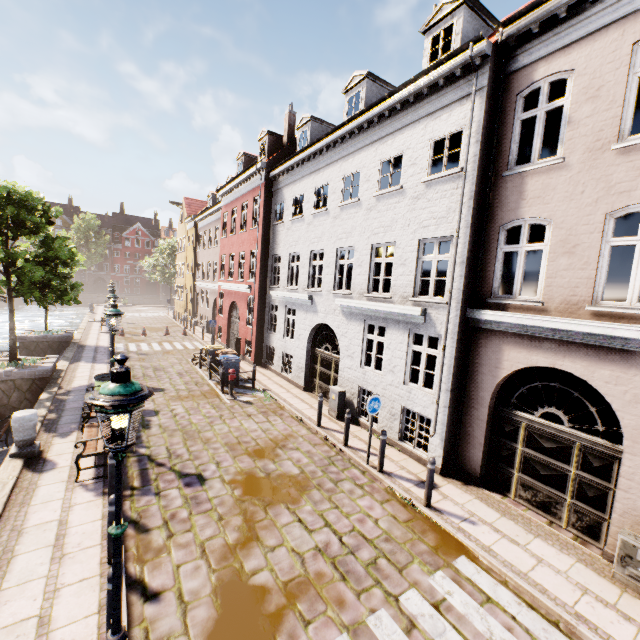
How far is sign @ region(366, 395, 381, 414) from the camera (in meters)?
8.38

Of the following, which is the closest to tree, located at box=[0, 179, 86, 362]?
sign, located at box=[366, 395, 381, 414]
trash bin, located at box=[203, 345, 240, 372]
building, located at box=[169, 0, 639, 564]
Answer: trash bin, located at box=[203, 345, 240, 372]

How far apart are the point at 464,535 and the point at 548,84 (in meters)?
9.66

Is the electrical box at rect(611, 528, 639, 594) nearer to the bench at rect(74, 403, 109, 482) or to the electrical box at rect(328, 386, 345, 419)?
the electrical box at rect(328, 386, 345, 419)

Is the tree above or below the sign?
above

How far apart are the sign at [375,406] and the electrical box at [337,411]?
2.93m

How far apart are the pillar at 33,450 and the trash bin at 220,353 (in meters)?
7.62

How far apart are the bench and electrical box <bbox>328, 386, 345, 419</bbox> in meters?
6.4 m
